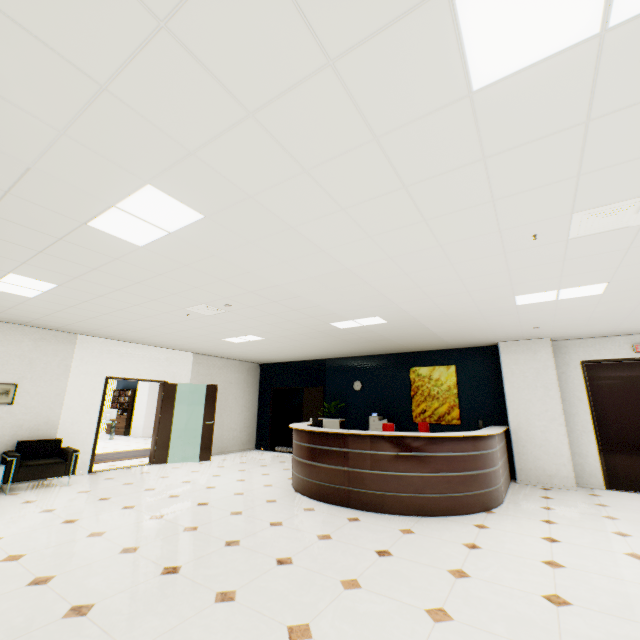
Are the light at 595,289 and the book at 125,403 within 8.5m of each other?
no

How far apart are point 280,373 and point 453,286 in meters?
8.3

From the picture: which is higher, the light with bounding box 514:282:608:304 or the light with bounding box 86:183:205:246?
the light with bounding box 514:282:608:304

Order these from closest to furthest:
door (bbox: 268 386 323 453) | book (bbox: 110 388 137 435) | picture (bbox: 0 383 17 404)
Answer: picture (bbox: 0 383 17 404), door (bbox: 268 386 323 453), book (bbox: 110 388 137 435)

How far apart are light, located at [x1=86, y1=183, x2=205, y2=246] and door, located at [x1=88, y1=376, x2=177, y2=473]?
6.0m

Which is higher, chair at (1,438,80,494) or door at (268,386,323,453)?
door at (268,386,323,453)

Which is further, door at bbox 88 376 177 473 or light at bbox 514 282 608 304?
door at bbox 88 376 177 473

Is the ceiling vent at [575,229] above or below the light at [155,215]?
below
